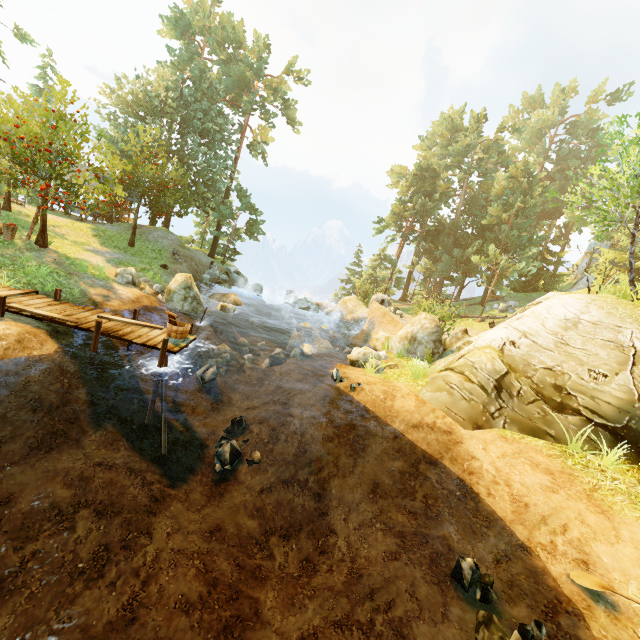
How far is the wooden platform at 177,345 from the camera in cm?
897

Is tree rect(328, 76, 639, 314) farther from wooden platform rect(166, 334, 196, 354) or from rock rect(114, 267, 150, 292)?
wooden platform rect(166, 334, 196, 354)

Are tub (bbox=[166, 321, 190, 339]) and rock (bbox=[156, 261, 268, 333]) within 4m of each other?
no

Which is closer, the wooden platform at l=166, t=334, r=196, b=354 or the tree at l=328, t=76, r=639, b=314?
the wooden platform at l=166, t=334, r=196, b=354

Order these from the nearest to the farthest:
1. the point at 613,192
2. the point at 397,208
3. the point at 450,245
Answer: the point at 613,192 < the point at 397,208 < the point at 450,245

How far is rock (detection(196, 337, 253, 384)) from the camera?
12.1m

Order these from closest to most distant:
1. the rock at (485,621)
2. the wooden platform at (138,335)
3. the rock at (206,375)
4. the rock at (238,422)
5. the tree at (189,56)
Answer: the rock at (485,621), the wooden platform at (138,335), the rock at (238,422), the rock at (206,375), the tree at (189,56)

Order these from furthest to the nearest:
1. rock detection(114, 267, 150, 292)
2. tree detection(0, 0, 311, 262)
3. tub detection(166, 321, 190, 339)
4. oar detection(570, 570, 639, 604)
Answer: rock detection(114, 267, 150, 292)
tree detection(0, 0, 311, 262)
tub detection(166, 321, 190, 339)
oar detection(570, 570, 639, 604)
